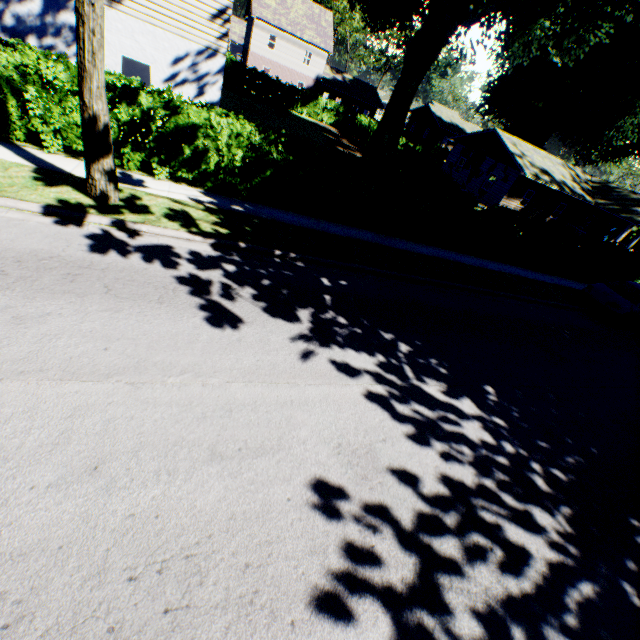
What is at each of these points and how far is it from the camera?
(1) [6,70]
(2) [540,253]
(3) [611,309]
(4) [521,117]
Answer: (1) hedge, 7.6m
(2) hedge, 17.0m
(3) car, 14.2m
(4) plant, 40.1m

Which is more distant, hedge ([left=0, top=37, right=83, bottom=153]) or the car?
the car

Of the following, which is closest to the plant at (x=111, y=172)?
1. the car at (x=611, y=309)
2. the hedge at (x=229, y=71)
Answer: the hedge at (x=229, y=71)

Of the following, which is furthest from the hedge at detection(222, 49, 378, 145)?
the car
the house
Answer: the house

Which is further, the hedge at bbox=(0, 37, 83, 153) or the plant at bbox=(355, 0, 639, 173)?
the plant at bbox=(355, 0, 639, 173)

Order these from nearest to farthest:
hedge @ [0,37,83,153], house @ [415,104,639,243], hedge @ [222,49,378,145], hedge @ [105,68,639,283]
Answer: hedge @ [0,37,83,153], hedge @ [105,68,639,283], house @ [415,104,639,243], hedge @ [222,49,378,145]

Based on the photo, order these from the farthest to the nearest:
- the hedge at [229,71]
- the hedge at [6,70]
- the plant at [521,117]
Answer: the hedge at [229,71] → the plant at [521,117] → the hedge at [6,70]

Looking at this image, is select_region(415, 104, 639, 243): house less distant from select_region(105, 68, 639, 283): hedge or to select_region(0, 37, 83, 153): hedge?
select_region(105, 68, 639, 283): hedge
